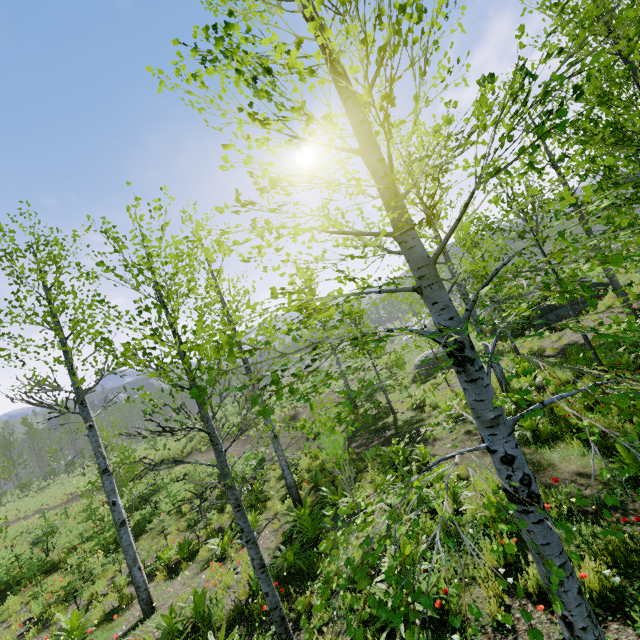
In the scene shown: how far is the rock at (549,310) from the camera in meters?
16.0

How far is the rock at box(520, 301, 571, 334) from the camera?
15.98m

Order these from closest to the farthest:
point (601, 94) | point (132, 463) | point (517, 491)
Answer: point (517, 491) < point (601, 94) < point (132, 463)
